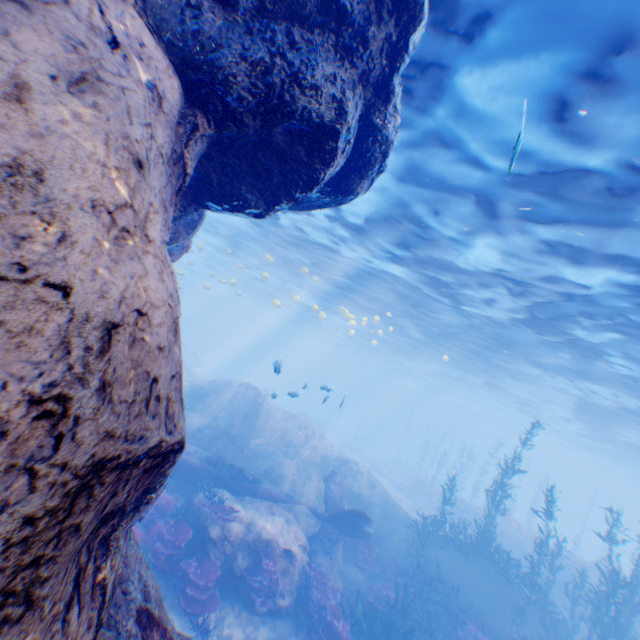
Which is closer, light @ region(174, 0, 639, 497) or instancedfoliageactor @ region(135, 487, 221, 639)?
light @ region(174, 0, 639, 497)

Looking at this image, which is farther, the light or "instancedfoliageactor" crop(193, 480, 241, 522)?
"instancedfoliageactor" crop(193, 480, 241, 522)

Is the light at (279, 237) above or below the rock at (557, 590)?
above

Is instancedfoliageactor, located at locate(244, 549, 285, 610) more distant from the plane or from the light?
the light

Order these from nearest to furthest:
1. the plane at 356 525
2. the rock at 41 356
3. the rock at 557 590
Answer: the rock at 41 356
the plane at 356 525
the rock at 557 590

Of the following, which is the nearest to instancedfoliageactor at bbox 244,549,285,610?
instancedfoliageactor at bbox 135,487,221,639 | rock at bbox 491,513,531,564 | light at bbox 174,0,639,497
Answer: instancedfoliageactor at bbox 135,487,221,639

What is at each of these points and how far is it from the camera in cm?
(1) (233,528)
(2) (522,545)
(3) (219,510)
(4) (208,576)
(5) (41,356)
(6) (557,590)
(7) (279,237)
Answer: (1) rock, 1065
(2) rock, 2195
(3) instancedfoliageactor, 1080
(4) instancedfoliageactor, 941
(5) rock, 161
(6) rock, 1892
(7) light, 1991

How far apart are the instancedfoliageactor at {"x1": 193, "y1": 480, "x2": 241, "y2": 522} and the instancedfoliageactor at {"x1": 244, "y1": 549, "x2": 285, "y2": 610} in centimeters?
125cm
